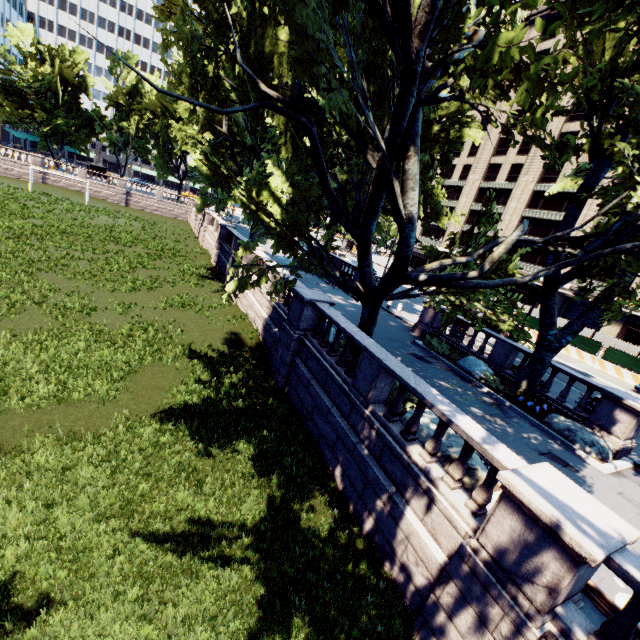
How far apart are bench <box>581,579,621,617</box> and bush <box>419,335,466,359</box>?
10.8m

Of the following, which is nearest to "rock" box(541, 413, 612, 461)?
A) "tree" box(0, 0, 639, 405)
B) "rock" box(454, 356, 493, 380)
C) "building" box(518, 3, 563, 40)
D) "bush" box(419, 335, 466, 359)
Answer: "tree" box(0, 0, 639, 405)

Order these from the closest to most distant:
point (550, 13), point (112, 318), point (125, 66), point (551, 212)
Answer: point (112, 318) < point (551, 212) < point (550, 13) < point (125, 66)

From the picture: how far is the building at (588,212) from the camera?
41.13m

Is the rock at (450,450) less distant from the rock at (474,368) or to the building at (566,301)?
the rock at (474,368)

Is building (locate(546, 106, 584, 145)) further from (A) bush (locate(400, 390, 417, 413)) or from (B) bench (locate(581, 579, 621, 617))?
(B) bench (locate(581, 579, 621, 617))

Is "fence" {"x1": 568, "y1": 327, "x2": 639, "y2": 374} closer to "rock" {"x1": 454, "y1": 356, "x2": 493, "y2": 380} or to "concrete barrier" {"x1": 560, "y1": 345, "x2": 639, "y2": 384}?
"concrete barrier" {"x1": 560, "y1": 345, "x2": 639, "y2": 384}

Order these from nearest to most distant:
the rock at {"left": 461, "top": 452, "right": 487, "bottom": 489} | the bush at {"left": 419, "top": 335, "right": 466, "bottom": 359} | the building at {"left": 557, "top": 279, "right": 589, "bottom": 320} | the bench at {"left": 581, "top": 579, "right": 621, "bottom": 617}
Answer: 1. the bench at {"left": 581, "top": 579, "right": 621, "bottom": 617}
2. the rock at {"left": 461, "top": 452, "right": 487, "bottom": 489}
3. the bush at {"left": 419, "top": 335, "right": 466, "bottom": 359}
4. the building at {"left": 557, "top": 279, "right": 589, "bottom": 320}
